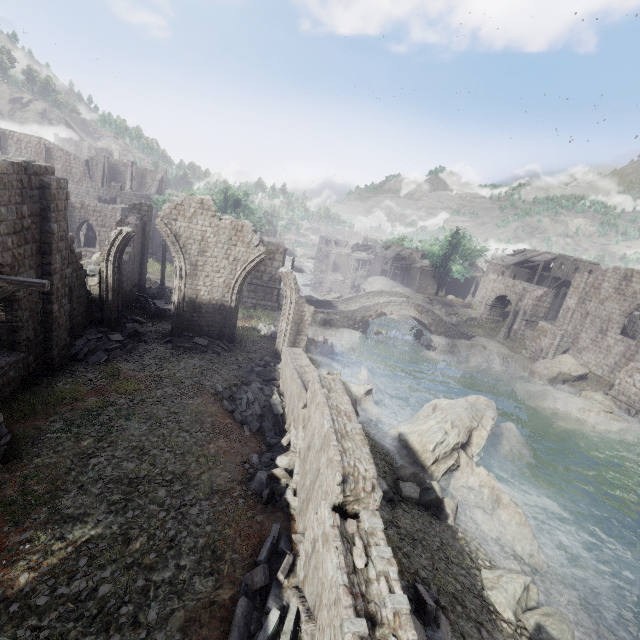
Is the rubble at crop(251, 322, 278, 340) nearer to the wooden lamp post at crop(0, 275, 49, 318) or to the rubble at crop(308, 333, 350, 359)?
the rubble at crop(308, 333, 350, 359)

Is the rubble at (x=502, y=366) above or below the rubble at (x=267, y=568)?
below

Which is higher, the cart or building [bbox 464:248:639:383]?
building [bbox 464:248:639:383]

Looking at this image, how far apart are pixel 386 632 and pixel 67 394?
11.81m

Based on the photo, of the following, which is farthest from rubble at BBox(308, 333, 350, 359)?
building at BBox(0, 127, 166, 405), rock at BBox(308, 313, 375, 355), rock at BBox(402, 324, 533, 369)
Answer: building at BBox(0, 127, 166, 405)

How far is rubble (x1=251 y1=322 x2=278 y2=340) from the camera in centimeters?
2273cm

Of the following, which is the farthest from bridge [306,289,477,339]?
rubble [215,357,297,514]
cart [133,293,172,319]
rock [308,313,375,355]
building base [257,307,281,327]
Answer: rubble [215,357,297,514]

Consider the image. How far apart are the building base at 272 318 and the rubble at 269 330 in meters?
0.0
